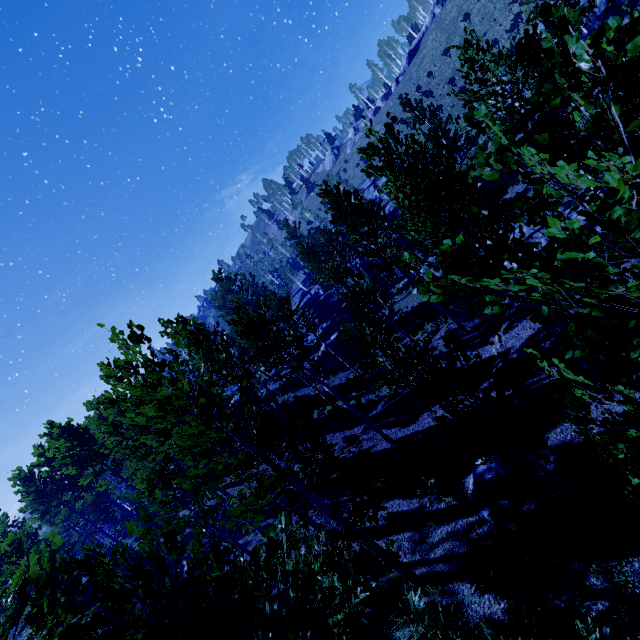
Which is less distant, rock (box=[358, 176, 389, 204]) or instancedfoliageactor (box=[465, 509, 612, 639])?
instancedfoliageactor (box=[465, 509, 612, 639])

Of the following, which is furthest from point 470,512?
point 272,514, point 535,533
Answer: point 272,514

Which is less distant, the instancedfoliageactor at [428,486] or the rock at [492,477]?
the rock at [492,477]

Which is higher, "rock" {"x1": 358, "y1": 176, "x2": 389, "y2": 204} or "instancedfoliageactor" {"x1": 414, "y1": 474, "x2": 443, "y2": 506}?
"rock" {"x1": 358, "y1": 176, "x2": 389, "y2": 204}

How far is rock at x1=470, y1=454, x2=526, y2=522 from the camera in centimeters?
817cm

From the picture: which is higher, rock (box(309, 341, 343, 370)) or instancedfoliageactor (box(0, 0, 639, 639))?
instancedfoliageactor (box(0, 0, 639, 639))

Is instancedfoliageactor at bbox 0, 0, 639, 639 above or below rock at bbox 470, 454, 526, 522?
above

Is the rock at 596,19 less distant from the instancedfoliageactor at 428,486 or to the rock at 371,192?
the instancedfoliageactor at 428,486
